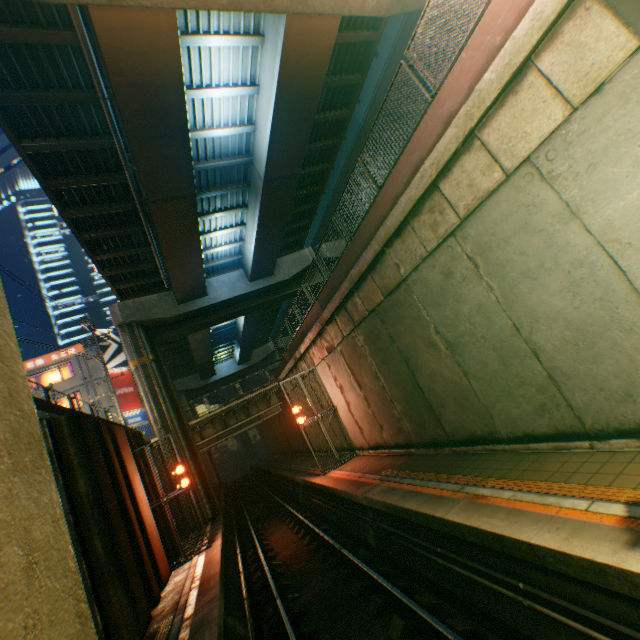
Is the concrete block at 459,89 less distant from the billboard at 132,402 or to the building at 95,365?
the building at 95,365

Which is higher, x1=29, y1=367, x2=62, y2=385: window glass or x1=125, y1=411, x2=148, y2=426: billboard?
x1=29, y1=367, x2=62, y2=385: window glass

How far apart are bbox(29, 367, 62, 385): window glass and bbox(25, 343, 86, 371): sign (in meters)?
0.48

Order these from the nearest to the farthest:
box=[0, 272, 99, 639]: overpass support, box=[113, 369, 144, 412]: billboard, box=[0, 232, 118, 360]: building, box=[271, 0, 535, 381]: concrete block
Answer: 1. box=[0, 272, 99, 639]: overpass support
2. box=[271, 0, 535, 381]: concrete block
3. box=[113, 369, 144, 412]: billboard
4. box=[0, 232, 118, 360]: building

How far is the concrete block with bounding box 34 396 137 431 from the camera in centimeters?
978cm

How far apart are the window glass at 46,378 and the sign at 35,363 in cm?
48

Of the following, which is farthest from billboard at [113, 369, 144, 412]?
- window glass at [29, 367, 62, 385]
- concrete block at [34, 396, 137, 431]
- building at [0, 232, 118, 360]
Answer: building at [0, 232, 118, 360]

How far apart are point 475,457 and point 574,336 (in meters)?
4.13
